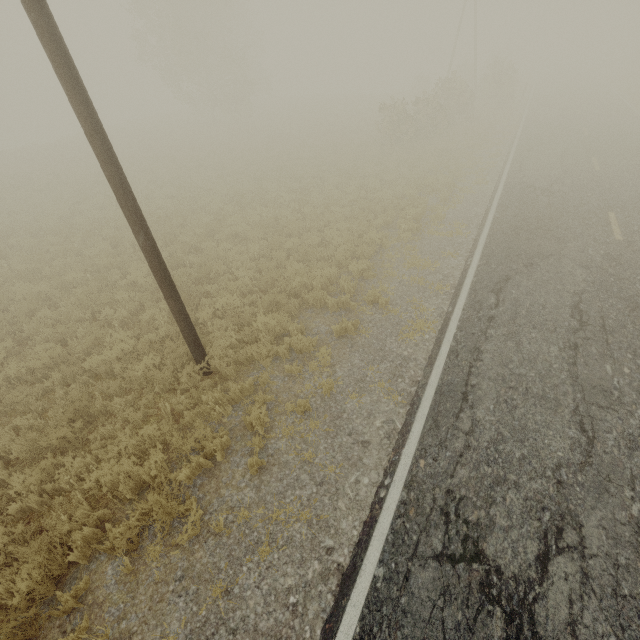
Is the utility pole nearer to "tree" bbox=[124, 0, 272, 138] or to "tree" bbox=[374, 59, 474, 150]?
"tree" bbox=[374, 59, 474, 150]

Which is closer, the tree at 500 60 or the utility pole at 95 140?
the utility pole at 95 140

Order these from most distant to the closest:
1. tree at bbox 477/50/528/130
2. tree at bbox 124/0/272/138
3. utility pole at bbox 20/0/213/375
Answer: tree at bbox 124/0/272/138, tree at bbox 477/50/528/130, utility pole at bbox 20/0/213/375

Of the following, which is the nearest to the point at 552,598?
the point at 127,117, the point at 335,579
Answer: the point at 335,579

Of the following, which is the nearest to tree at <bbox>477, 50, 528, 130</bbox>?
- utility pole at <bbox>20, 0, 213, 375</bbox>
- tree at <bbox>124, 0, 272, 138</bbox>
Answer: tree at <bbox>124, 0, 272, 138</bbox>

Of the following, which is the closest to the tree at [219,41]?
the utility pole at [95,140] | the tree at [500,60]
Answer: the tree at [500,60]

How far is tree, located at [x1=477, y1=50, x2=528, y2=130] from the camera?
26.80m
